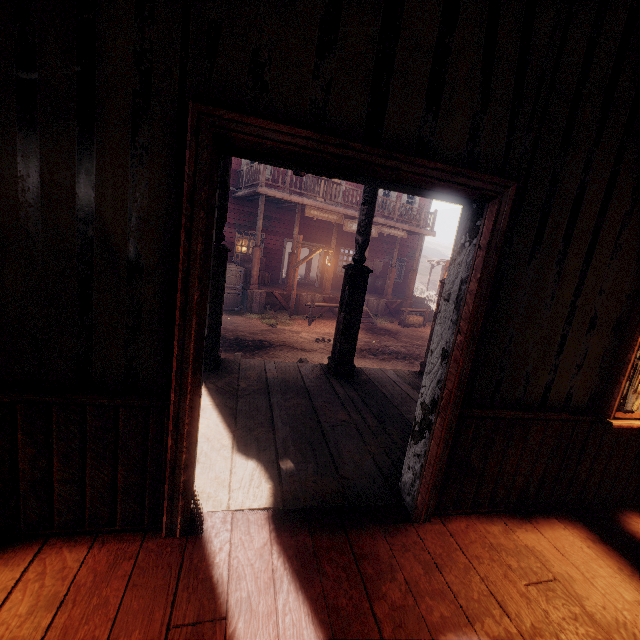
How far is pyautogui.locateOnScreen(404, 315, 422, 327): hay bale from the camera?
15.3 meters

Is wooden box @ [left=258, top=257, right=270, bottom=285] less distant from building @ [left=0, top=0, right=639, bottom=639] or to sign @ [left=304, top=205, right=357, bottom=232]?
building @ [left=0, top=0, right=639, bottom=639]

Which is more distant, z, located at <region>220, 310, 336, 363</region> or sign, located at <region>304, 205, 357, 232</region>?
sign, located at <region>304, 205, 357, 232</region>

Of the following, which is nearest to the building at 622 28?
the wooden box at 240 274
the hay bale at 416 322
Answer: the wooden box at 240 274

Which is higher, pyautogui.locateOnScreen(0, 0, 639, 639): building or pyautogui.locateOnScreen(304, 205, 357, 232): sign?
pyautogui.locateOnScreen(304, 205, 357, 232): sign

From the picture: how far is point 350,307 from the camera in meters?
4.7 m

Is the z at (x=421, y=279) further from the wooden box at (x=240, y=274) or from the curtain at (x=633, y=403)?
the curtain at (x=633, y=403)

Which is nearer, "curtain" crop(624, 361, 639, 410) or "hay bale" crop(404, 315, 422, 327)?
"curtain" crop(624, 361, 639, 410)
